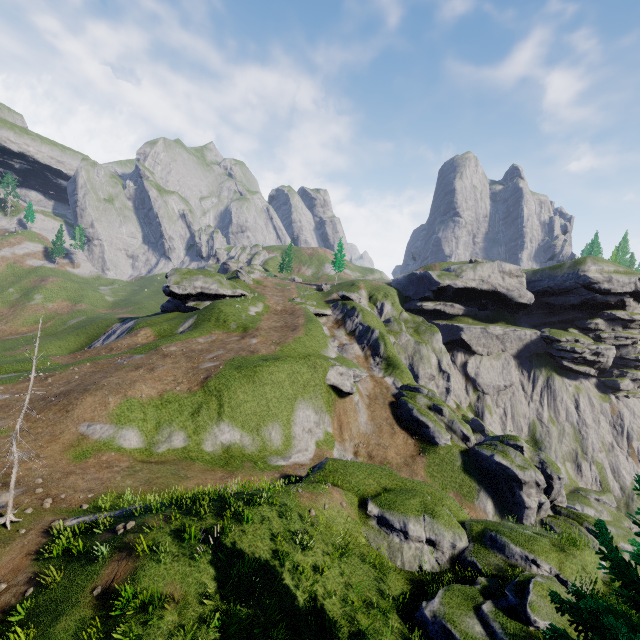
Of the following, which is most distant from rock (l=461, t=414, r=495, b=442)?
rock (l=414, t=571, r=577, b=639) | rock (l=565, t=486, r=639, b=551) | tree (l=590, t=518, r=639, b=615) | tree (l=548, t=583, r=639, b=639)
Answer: tree (l=590, t=518, r=639, b=615)

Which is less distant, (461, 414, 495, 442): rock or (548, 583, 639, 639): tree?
(548, 583, 639, 639): tree

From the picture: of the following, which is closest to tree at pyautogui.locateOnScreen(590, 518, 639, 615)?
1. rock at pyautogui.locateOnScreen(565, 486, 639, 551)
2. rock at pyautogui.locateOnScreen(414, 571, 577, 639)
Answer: rock at pyautogui.locateOnScreen(414, 571, 577, 639)

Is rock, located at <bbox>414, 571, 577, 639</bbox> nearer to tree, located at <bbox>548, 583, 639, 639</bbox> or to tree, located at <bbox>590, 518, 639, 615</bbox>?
tree, located at <bbox>548, 583, 639, 639</bbox>

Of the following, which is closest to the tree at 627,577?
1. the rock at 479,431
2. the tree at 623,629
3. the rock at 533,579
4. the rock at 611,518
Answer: the tree at 623,629

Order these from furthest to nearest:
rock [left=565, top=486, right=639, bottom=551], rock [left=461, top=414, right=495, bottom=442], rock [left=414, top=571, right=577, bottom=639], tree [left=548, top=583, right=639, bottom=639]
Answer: rock [left=461, top=414, right=495, bottom=442] < rock [left=565, top=486, right=639, bottom=551] < rock [left=414, top=571, right=577, bottom=639] < tree [left=548, top=583, right=639, bottom=639]

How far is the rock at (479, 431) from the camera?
49.28m

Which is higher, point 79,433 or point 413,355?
point 413,355
